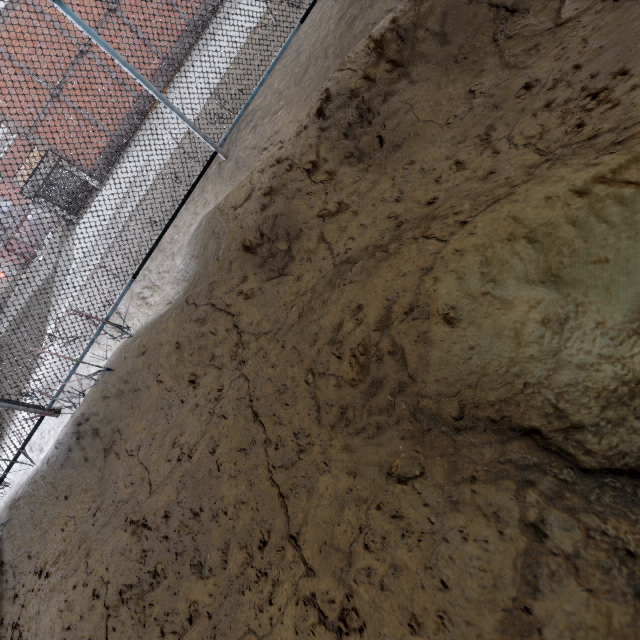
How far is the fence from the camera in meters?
3.4

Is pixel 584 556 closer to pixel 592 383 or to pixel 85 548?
pixel 592 383

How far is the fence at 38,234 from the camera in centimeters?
345cm
